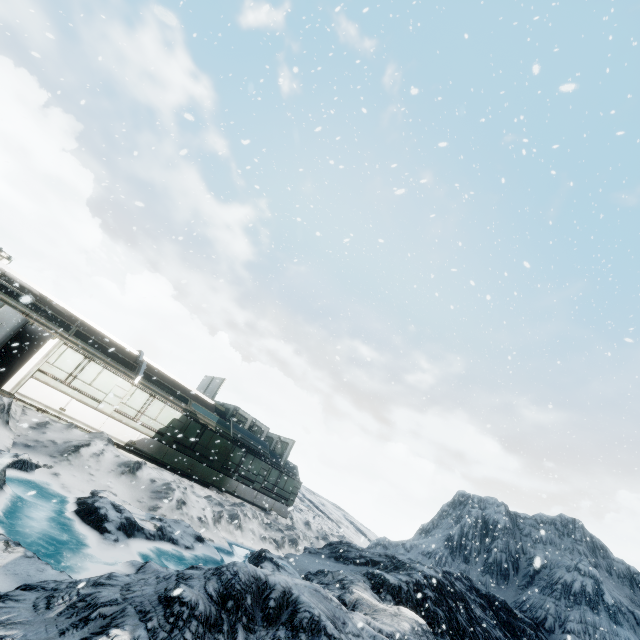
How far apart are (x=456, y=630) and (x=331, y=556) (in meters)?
7.99
